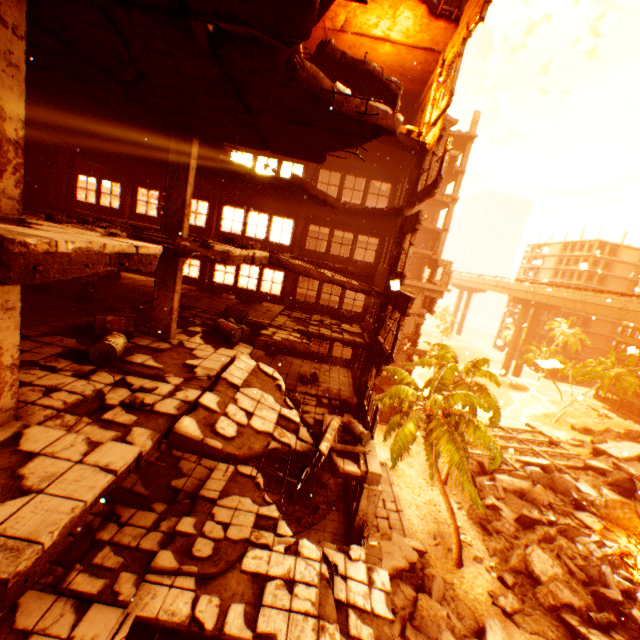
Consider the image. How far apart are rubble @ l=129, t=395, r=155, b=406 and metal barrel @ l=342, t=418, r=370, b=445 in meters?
7.2

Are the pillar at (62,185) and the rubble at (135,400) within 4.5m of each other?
no

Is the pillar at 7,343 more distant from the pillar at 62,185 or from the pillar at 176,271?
the pillar at 62,185

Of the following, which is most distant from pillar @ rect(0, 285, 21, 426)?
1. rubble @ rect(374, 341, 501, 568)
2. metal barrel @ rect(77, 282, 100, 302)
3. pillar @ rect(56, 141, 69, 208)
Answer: rubble @ rect(374, 341, 501, 568)

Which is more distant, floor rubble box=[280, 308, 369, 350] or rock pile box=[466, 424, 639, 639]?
rock pile box=[466, 424, 639, 639]

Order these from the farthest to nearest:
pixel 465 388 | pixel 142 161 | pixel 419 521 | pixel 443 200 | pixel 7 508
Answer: pixel 443 200
pixel 465 388
pixel 419 521
pixel 142 161
pixel 7 508

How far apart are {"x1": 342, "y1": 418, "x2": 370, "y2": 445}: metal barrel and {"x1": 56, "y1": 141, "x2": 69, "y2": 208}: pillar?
15.0 meters

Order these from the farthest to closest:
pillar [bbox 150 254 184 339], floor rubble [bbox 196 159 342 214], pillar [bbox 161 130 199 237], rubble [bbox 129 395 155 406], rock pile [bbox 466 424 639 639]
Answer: rock pile [bbox 466 424 639 639], floor rubble [bbox 196 159 342 214], pillar [bbox 150 254 184 339], pillar [bbox 161 130 199 237], rubble [bbox 129 395 155 406]
